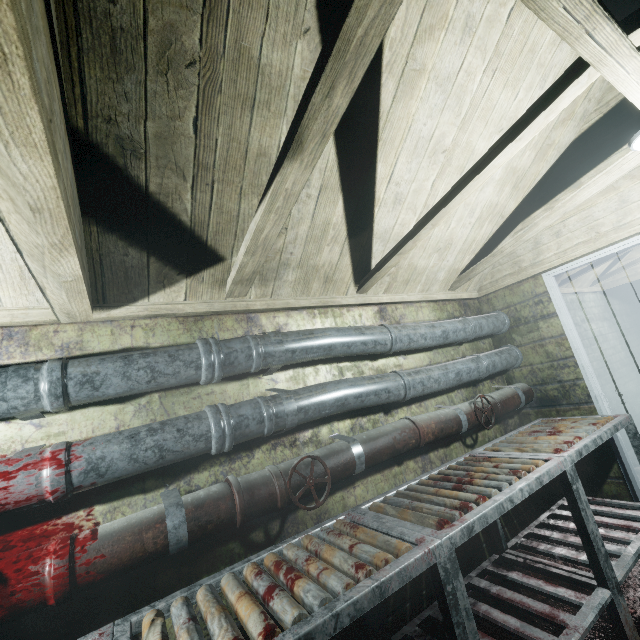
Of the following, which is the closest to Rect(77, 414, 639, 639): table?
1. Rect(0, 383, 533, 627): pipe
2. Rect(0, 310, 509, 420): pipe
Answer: Rect(0, 383, 533, 627): pipe

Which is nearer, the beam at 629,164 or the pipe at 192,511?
the pipe at 192,511

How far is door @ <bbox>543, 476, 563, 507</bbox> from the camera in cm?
270

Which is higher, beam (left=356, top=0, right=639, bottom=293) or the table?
beam (left=356, top=0, right=639, bottom=293)

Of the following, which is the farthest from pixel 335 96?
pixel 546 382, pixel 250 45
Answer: pixel 546 382

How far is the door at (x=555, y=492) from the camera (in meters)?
2.70

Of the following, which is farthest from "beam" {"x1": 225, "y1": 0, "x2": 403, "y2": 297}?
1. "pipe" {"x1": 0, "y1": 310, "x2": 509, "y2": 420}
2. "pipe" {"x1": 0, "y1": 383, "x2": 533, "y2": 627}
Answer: "pipe" {"x1": 0, "y1": 383, "x2": 533, "y2": 627}

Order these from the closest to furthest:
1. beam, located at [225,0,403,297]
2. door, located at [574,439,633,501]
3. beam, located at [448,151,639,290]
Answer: beam, located at [225,0,403,297], beam, located at [448,151,639,290], door, located at [574,439,633,501]
